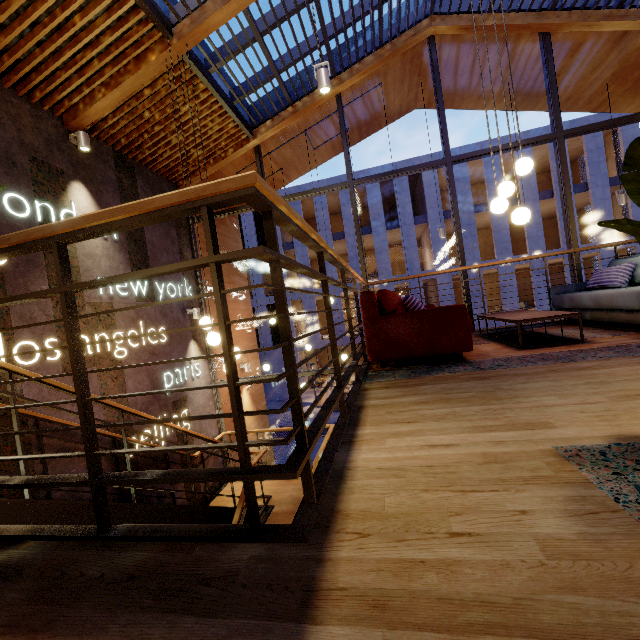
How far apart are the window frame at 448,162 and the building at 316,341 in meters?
16.8

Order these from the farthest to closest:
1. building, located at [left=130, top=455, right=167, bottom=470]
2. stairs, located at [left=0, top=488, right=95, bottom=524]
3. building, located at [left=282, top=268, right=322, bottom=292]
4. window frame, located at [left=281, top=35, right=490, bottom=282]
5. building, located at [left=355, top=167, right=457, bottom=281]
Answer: building, located at [left=282, top=268, right=322, bottom=292] → building, located at [left=355, top=167, right=457, bottom=281] → window frame, located at [left=281, top=35, right=490, bottom=282] → building, located at [left=130, top=455, right=167, bottom=470] → stairs, located at [left=0, top=488, right=95, bottom=524]

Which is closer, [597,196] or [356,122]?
[356,122]

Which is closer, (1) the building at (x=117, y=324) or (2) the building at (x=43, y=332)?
(2) the building at (x=43, y=332)

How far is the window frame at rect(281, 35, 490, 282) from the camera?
6.4m

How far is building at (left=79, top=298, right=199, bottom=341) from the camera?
4.9 meters

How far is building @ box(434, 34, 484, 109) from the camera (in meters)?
6.85

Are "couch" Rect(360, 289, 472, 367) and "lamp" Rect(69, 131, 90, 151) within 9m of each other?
yes
